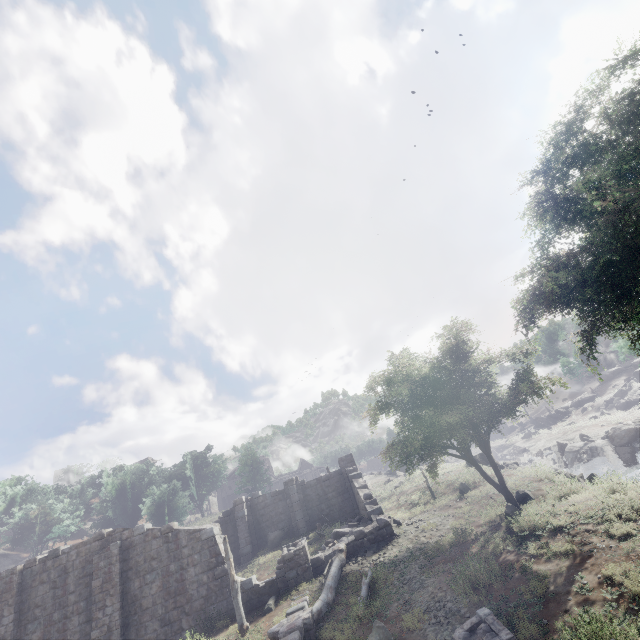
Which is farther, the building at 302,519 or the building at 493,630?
the building at 302,519

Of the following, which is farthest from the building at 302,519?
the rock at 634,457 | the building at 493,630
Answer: the building at 493,630

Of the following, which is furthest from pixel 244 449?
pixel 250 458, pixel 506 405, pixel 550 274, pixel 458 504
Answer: pixel 550 274

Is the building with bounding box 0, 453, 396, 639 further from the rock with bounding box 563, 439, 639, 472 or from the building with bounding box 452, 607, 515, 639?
the building with bounding box 452, 607, 515, 639

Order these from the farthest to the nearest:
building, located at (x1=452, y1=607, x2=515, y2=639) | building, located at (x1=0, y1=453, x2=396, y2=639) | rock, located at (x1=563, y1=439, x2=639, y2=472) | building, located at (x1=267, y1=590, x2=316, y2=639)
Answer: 1. rock, located at (x1=563, y1=439, x2=639, y2=472)
2. building, located at (x1=0, y1=453, x2=396, y2=639)
3. building, located at (x1=267, y1=590, x2=316, y2=639)
4. building, located at (x1=452, y1=607, x2=515, y2=639)

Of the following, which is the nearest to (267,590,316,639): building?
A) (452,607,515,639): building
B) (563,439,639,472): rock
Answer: (563,439,639,472): rock

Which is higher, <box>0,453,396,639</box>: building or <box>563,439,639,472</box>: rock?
<box>0,453,396,639</box>: building
